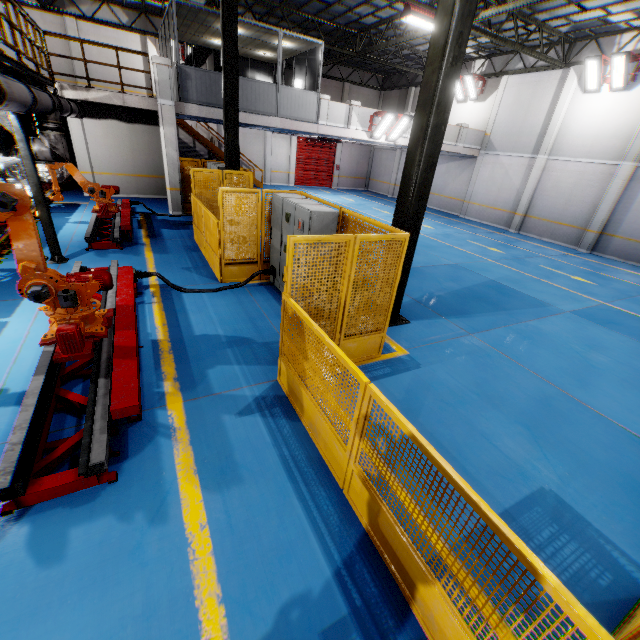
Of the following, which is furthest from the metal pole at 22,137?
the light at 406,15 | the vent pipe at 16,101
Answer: the light at 406,15

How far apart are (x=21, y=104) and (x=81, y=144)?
12.0 meters

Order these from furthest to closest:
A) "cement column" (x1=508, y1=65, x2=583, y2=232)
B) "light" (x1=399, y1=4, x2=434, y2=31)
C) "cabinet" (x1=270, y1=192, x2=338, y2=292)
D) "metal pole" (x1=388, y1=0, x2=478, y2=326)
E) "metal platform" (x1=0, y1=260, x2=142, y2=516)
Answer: "cement column" (x1=508, y1=65, x2=583, y2=232) < "light" (x1=399, y1=4, x2=434, y2=31) < "cabinet" (x1=270, y1=192, x2=338, y2=292) < "metal pole" (x1=388, y1=0, x2=478, y2=326) < "metal platform" (x1=0, y1=260, x2=142, y2=516)

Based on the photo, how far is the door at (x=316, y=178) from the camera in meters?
27.0

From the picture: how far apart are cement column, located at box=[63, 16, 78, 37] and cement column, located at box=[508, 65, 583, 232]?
26.3m

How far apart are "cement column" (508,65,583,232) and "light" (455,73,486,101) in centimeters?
486cm

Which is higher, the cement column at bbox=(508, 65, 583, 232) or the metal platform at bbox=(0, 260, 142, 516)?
the cement column at bbox=(508, 65, 583, 232)

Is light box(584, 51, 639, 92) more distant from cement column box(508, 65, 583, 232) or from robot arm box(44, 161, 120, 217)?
robot arm box(44, 161, 120, 217)
